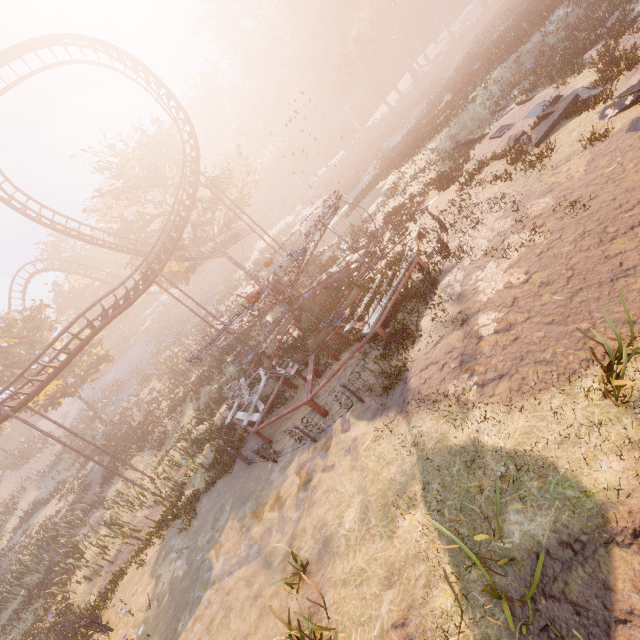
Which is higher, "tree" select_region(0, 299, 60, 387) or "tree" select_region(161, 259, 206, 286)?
"tree" select_region(0, 299, 60, 387)

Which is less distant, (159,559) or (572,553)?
(572,553)

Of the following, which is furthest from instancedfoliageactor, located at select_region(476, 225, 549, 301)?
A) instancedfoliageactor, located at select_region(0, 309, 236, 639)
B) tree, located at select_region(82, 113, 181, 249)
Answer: instancedfoliageactor, located at select_region(0, 309, 236, 639)

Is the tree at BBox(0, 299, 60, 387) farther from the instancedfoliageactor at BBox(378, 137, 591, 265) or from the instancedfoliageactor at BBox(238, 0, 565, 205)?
the instancedfoliageactor at BBox(378, 137, 591, 265)

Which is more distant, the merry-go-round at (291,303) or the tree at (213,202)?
the tree at (213,202)

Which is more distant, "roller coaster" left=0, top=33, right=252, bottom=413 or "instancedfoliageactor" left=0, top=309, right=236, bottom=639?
"roller coaster" left=0, top=33, right=252, bottom=413

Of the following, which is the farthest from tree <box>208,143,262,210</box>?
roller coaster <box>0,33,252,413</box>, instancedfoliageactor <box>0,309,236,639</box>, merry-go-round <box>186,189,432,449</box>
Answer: merry-go-round <box>186,189,432,449</box>

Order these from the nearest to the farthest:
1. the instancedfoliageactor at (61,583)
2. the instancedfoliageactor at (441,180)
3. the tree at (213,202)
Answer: A: the instancedfoliageactor at (441,180) < the instancedfoliageactor at (61,583) < the tree at (213,202)
